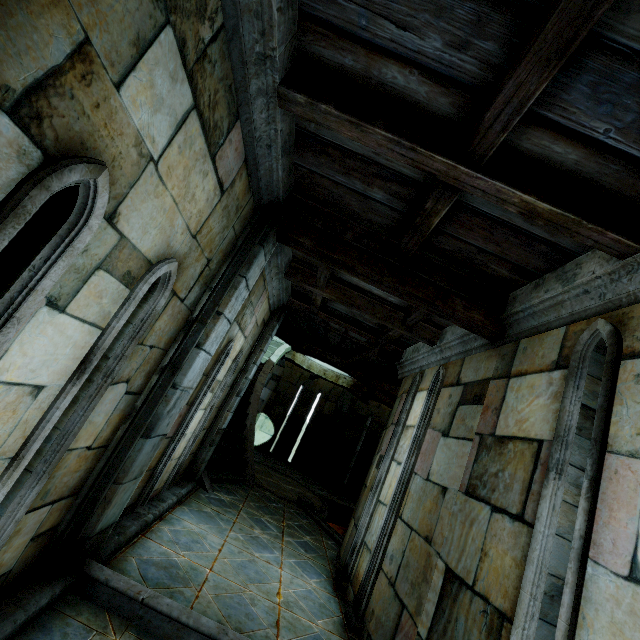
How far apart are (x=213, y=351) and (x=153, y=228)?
1.90m
